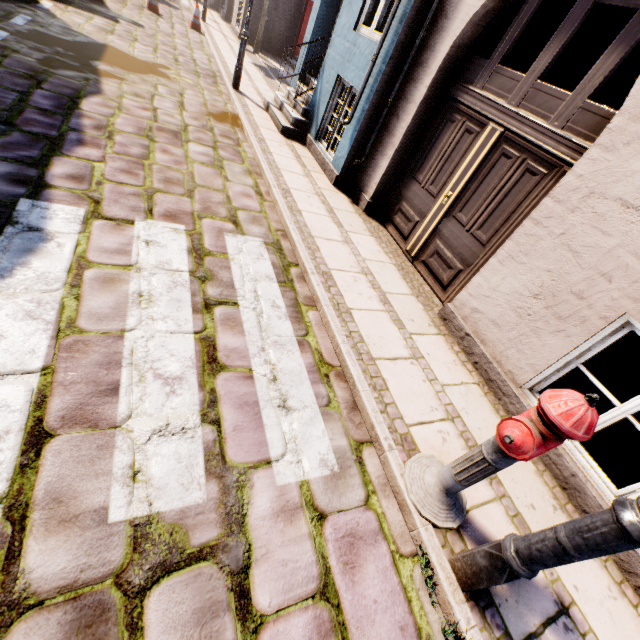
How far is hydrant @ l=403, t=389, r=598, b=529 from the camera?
1.5m

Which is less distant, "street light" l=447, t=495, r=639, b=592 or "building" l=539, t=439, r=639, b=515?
"street light" l=447, t=495, r=639, b=592

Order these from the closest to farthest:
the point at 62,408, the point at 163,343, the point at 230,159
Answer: the point at 62,408
the point at 163,343
the point at 230,159

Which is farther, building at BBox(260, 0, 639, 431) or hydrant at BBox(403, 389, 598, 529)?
building at BBox(260, 0, 639, 431)

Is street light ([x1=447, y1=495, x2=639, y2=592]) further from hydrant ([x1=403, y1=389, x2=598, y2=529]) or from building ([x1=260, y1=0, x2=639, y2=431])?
building ([x1=260, y1=0, x2=639, y2=431])

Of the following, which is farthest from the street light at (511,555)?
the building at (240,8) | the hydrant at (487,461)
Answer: the building at (240,8)

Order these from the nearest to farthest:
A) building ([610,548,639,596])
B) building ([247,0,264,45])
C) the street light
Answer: the street light → building ([610,548,639,596]) → building ([247,0,264,45])
